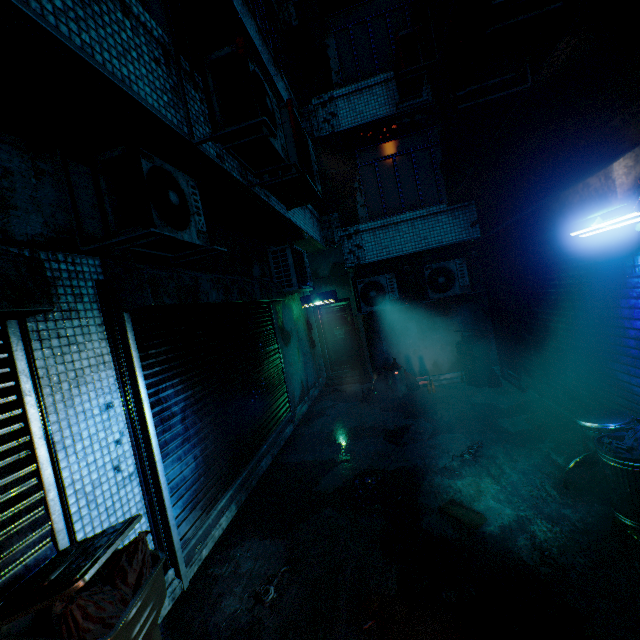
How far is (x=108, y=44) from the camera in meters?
2.0

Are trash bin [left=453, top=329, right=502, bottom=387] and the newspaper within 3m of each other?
no

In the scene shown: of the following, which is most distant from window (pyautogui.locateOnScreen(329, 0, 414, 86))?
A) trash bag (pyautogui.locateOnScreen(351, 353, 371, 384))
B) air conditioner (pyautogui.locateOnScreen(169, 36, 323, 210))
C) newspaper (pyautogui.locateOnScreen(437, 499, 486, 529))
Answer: newspaper (pyautogui.locateOnScreen(437, 499, 486, 529))

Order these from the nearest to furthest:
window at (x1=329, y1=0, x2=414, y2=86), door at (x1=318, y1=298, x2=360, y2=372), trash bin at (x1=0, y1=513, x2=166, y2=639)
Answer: trash bin at (x1=0, y1=513, x2=166, y2=639), window at (x1=329, y1=0, x2=414, y2=86), door at (x1=318, y1=298, x2=360, y2=372)

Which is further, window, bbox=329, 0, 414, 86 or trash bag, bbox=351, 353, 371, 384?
trash bag, bbox=351, 353, 371, 384

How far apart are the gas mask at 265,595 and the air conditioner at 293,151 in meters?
3.7

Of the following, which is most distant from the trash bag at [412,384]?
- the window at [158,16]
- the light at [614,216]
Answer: the window at [158,16]

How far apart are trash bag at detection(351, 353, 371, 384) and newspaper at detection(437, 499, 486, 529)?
Answer: 5.1 meters
